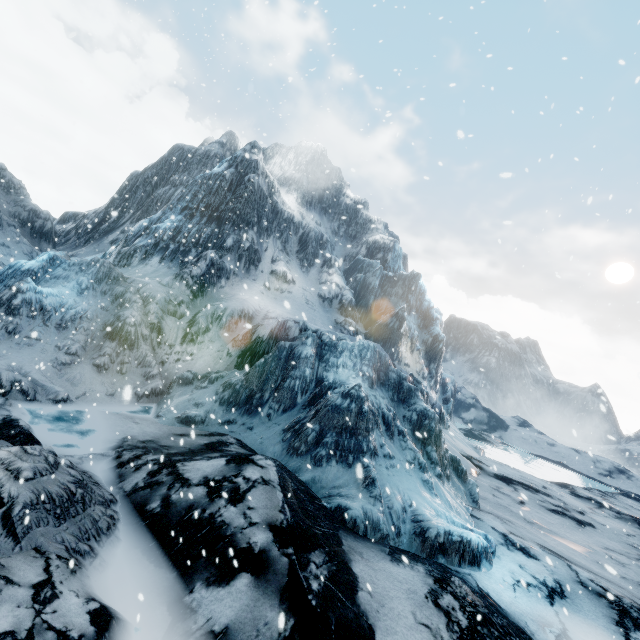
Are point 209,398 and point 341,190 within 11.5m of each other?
no
